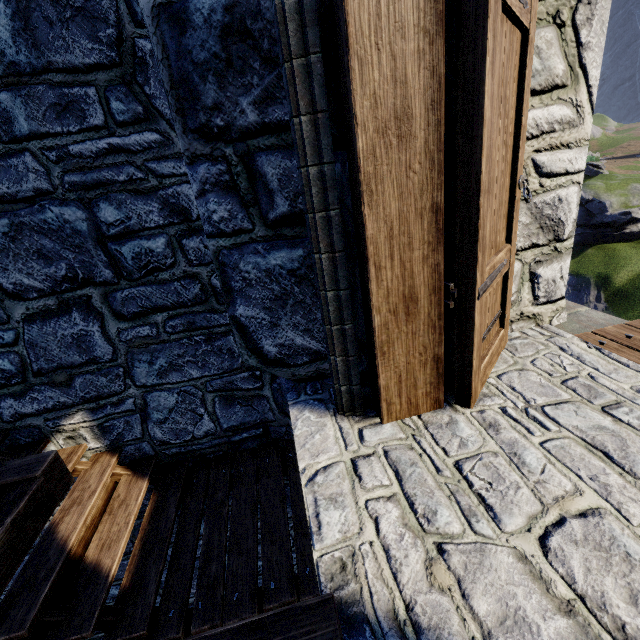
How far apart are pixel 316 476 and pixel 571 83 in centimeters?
253cm

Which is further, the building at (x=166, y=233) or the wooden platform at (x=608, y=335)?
the wooden platform at (x=608, y=335)

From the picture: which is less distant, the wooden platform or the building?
the building
